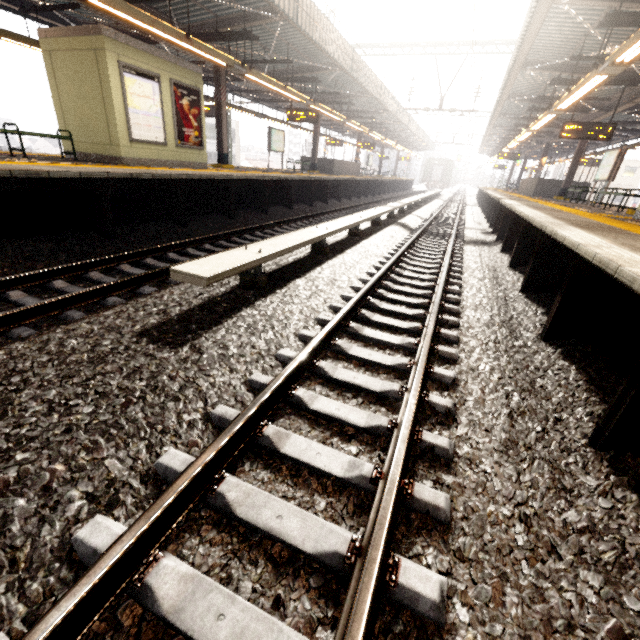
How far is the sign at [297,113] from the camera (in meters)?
13.84

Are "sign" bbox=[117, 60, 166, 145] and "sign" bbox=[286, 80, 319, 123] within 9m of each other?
yes

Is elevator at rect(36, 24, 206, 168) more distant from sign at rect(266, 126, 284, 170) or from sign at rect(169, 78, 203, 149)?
sign at rect(266, 126, 284, 170)

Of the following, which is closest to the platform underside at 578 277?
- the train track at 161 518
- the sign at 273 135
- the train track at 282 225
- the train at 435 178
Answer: the train track at 161 518

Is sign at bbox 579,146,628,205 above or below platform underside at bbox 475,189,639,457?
above

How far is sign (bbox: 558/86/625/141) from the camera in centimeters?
1079cm

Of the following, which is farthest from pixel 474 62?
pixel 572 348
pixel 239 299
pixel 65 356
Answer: pixel 65 356

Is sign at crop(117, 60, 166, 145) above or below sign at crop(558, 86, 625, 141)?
below
